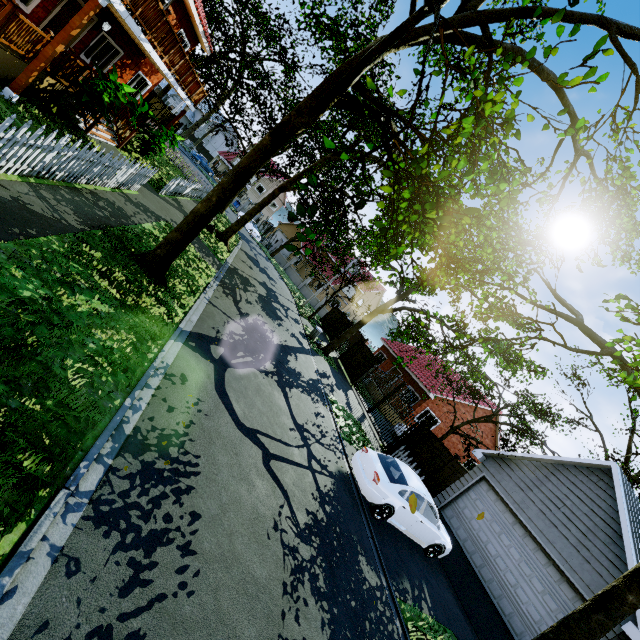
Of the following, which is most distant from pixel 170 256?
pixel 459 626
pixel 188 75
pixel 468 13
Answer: pixel 459 626

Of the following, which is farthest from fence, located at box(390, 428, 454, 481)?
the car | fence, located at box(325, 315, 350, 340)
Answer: fence, located at box(325, 315, 350, 340)

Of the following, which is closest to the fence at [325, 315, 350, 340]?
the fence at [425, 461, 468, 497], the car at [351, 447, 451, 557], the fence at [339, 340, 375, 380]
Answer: the fence at [339, 340, 375, 380]

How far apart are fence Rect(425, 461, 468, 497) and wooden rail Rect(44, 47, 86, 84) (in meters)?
22.01

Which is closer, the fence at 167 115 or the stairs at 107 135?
the stairs at 107 135

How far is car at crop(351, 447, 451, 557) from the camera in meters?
9.1

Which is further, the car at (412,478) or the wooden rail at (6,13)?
the car at (412,478)

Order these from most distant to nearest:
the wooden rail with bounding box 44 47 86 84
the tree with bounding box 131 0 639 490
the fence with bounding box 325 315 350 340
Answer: the fence with bounding box 325 315 350 340
the wooden rail with bounding box 44 47 86 84
the tree with bounding box 131 0 639 490
